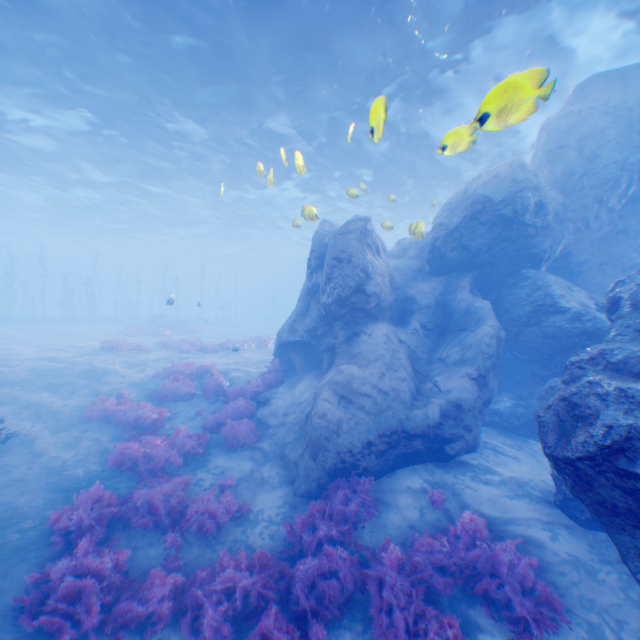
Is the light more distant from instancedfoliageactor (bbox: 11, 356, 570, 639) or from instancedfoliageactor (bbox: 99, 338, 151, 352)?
instancedfoliageactor (bbox: 99, 338, 151, 352)

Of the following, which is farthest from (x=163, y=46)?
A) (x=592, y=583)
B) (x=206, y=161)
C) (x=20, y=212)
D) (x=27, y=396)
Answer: (x=20, y=212)

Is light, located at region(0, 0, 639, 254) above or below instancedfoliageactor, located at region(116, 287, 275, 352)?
above

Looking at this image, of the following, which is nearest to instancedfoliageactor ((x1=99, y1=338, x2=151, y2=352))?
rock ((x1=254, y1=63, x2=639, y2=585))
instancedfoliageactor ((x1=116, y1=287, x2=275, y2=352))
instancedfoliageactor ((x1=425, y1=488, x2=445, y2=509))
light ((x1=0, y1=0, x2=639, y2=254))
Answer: rock ((x1=254, y1=63, x2=639, y2=585))

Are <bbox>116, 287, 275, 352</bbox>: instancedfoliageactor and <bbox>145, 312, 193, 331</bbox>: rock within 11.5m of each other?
yes

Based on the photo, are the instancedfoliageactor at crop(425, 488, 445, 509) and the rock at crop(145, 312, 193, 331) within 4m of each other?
no

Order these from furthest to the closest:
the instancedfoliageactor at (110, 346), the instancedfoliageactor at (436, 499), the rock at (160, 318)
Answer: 1. the rock at (160, 318)
2. the instancedfoliageactor at (110, 346)
3. the instancedfoliageactor at (436, 499)

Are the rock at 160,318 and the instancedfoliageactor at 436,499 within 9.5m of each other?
no
